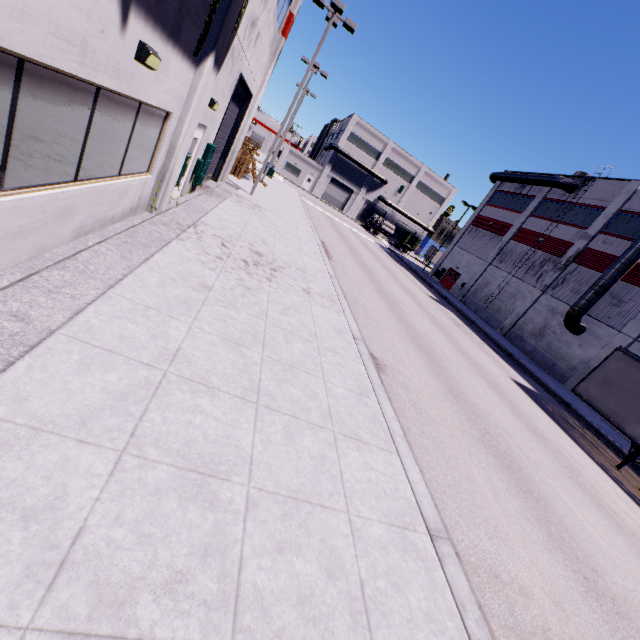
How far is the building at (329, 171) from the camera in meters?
57.9 m

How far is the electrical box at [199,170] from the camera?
11.1 meters

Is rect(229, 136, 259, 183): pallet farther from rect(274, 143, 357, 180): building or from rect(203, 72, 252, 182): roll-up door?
rect(203, 72, 252, 182): roll-up door

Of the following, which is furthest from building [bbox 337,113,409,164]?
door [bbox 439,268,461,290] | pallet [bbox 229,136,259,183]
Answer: pallet [bbox 229,136,259,183]

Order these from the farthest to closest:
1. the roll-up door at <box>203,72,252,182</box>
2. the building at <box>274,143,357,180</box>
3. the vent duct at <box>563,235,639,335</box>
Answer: the building at <box>274,143,357,180</box> → the vent duct at <box>563,235,639,335</box> → the roll-up door at <box>203,72,252,182</box>

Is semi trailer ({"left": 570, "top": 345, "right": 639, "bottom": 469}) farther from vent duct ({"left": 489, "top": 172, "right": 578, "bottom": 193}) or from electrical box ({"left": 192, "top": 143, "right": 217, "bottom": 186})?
electrical box ({"left": 192, "top": 143, "right": 217, "bottom": 186})

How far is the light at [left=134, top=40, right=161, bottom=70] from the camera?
4.7m

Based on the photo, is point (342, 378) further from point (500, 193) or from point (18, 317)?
point (500, 193)
